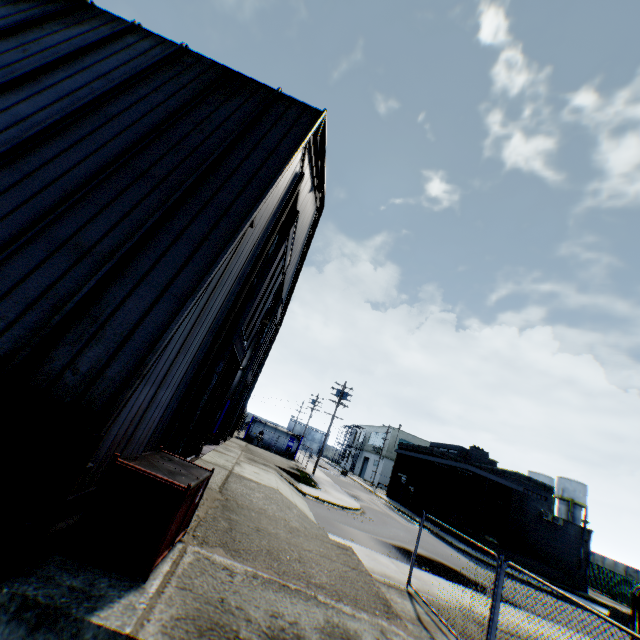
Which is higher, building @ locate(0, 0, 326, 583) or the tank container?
building @ locate(0, 0, 326, 583)

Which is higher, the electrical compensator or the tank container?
the electrical compensator

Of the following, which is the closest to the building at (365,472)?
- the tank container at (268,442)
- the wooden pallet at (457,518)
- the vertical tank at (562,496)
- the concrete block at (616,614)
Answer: the vertical tank at (562,496)

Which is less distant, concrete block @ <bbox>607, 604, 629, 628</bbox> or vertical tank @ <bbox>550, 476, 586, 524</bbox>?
concrete block @ <bbox>607, 604, 629, 628</bbox>

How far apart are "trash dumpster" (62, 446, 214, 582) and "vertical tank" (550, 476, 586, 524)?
65.5m

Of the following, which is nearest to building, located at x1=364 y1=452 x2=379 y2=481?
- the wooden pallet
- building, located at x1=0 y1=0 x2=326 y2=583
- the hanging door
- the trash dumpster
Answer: the wooden pallet

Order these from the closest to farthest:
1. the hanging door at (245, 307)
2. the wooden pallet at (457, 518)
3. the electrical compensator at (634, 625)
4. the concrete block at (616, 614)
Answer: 1. the electrical compensator at (634, 625)
2. the hanging door at (245, 307)
3. the concrete block at (616, 614)
4. the wooden pallet at (457, 518)

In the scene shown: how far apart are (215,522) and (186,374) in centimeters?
348cm
